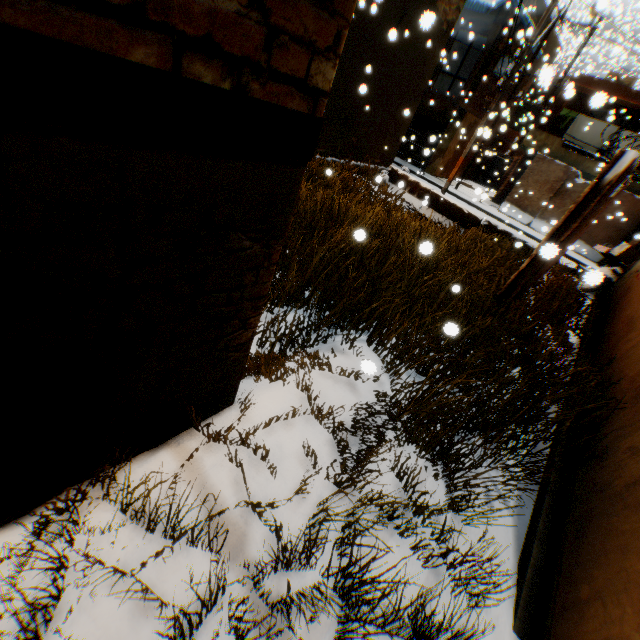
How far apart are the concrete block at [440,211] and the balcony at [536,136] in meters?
2.1

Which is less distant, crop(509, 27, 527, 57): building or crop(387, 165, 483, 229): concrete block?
crop(509, 27, 527, 57): building

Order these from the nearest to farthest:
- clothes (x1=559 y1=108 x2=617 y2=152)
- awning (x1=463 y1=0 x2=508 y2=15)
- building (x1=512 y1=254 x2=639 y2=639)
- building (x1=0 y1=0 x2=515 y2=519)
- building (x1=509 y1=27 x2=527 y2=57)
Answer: building (x1=0 y1=0 x2=515 y2=519)
building (x1=512 y1=254 x2=639 y2=639)
building (x1=509 y1=27 x2=527 y2=57)
awning (x1=463 y1=0 x2=508 y2=15)
clothes (x1=559 y1=108 x2=617 y2=152)

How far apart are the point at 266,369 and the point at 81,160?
2.8m

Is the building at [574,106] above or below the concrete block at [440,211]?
above

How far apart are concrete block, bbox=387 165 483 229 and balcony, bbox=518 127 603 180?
2.1 meters

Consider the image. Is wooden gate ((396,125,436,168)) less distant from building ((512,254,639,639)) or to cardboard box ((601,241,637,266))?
building ((512,254,639,639))

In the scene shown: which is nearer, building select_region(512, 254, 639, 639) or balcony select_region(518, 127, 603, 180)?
building select_region(512, 254, 639, 639)
